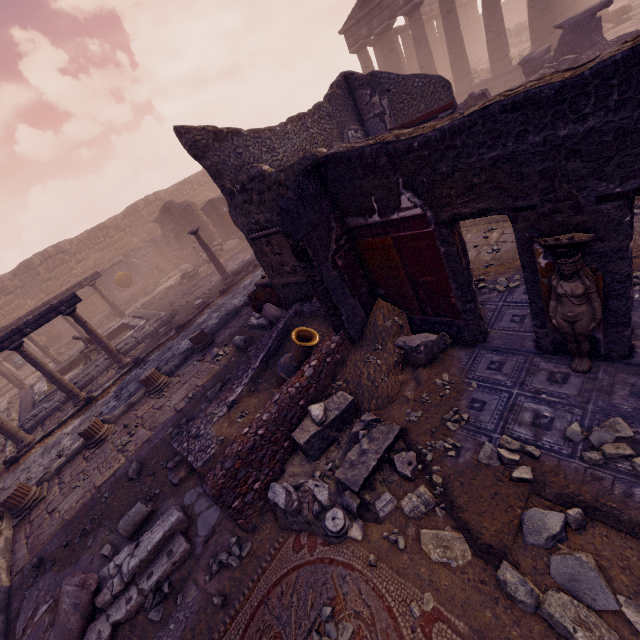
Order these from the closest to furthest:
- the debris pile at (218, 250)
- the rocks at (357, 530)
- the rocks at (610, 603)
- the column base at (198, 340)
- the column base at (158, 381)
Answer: the rocks at (610, 603), the rocks at (357, 530), the column base at (158, 381), the column base at (198, 340), the debris pile at (218, 250)

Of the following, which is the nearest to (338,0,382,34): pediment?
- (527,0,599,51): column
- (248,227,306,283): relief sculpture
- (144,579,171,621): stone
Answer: (527,0,599,51): column

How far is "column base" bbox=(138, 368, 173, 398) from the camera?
7.9 meters

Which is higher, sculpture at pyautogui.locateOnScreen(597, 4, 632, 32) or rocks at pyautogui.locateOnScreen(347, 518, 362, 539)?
sculpture at pyautogui.locateOnScreen(597, 4, 632, 32)

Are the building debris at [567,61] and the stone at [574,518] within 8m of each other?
no

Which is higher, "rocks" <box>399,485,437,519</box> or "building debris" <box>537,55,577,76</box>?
"building debris" <box>537,55,577,76</box>

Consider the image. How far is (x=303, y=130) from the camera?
8.12m

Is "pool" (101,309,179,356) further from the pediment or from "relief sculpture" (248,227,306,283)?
the pediment
